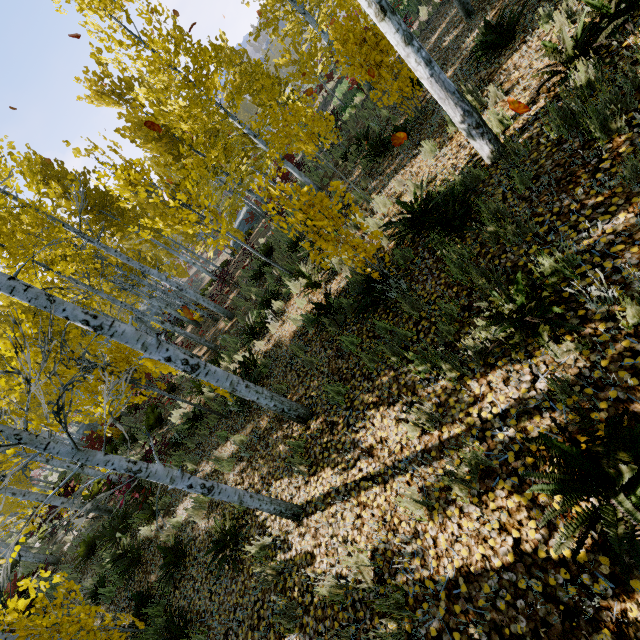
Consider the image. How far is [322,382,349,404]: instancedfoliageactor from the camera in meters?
4.5

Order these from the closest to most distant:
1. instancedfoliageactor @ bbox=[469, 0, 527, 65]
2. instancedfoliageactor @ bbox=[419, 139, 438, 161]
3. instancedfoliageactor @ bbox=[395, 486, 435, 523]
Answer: instancedfoliageactor @ bbox=[395, 486, 435, 523], instancedfoliageactor @ bbox=[469, 0, 527, 65], instancedfoliageactor @ bbox=[419, 139, 438, 161]

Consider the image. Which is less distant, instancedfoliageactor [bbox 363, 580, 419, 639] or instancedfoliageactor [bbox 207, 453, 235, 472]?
instancedfoliageactor [bbox 363, 580, 419, 639]

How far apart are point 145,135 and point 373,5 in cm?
1371

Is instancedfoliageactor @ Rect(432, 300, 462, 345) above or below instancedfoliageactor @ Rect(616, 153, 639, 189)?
below

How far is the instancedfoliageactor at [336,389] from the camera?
4.5m

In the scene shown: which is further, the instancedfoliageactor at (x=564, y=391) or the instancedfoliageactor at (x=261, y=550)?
the instancedfoliageactor at (x=261, y=550)
